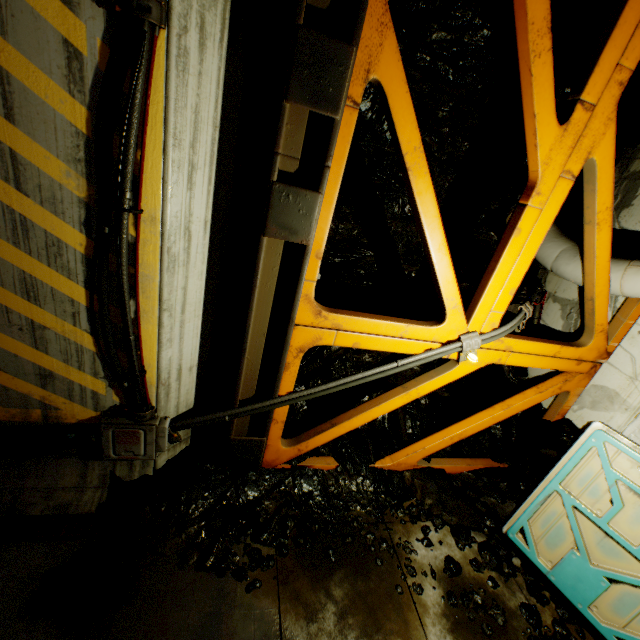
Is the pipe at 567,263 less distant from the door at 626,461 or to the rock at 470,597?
the rock at 470,597

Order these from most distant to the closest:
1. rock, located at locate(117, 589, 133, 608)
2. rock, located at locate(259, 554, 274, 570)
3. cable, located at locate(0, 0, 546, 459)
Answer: rock, located at locate(259, 554, 274, 570) → rock, located at locate(117, 589, 133, 608) → cable, located at locate(0, 0, 546, 459)

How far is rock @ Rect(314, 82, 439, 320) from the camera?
4.3 meters

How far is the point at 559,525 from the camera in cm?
398

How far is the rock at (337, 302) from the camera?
4.3m

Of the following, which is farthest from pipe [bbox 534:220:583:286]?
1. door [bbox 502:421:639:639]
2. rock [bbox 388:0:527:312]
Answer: door [bbox 502:421:639:639]
